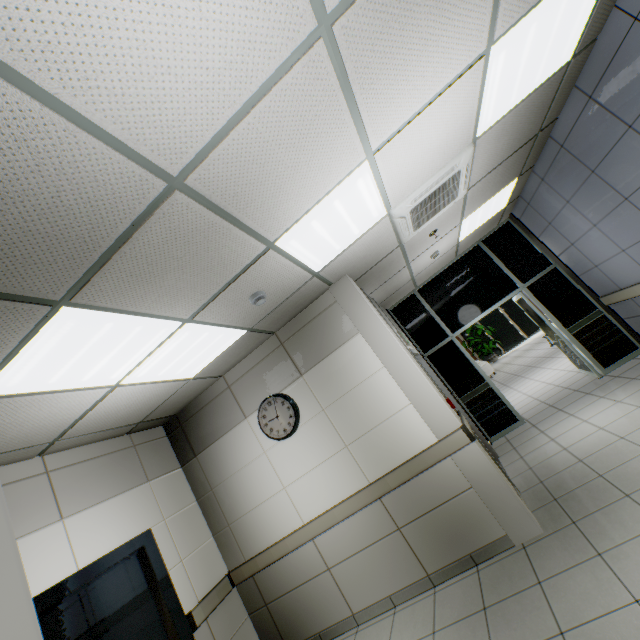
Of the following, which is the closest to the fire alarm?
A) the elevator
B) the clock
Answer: the clock

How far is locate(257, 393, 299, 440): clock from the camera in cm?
399

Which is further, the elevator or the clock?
the clock

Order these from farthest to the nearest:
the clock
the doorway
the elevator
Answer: the doorway
the clock
the elevator

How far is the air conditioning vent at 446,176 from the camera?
3.2 meters

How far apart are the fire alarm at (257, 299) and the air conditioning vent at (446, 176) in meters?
1.5

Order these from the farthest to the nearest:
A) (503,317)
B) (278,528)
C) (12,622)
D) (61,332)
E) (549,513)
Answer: (503,317) → (278,528) → (549,513) → (61,332) → (12,622)

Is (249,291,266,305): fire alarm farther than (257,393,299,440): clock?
No
